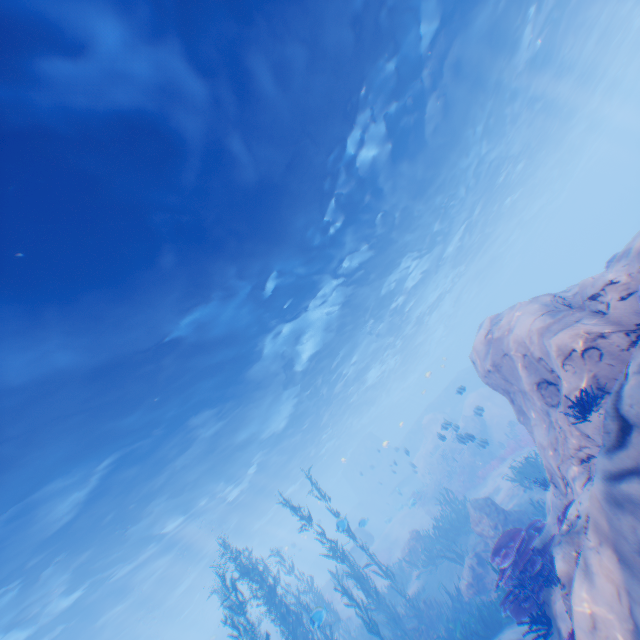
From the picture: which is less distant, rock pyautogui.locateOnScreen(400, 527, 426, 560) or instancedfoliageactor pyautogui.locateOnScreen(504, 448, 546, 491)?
instancedfoliageactor pyautogui.locateOnScreen(504, 448, 546, 491)

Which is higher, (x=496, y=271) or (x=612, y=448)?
(x=496, y=271)

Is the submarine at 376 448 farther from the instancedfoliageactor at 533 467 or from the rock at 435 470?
the instancedfoliageactor at 533 467

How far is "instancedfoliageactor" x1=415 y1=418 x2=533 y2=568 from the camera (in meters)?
15.94

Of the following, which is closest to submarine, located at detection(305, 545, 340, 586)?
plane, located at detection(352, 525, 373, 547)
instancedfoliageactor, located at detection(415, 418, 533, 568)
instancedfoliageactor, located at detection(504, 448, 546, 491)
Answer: plane, located at detection(352, 525, 373, 547)

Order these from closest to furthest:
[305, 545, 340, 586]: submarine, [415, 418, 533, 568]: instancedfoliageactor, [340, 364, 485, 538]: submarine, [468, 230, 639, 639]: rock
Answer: [468, 230, 639, 639]: rock
[415, 418, 533, 568]: instancedfoliageactor
[340, 364, 485, 538]: submarine
[305, 545, 340, 586]: submarine

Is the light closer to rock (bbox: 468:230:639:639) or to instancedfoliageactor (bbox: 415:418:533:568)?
rock (bbox: 468:230:639:639)

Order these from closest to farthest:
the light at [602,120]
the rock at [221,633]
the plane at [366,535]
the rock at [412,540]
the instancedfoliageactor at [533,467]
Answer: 1. the light at [602,120]
2. the instancedfoliageactor at [533,467]
3. the rock at [412,540]
4. the plane at [366,535]
5. the rock at [221,633]
